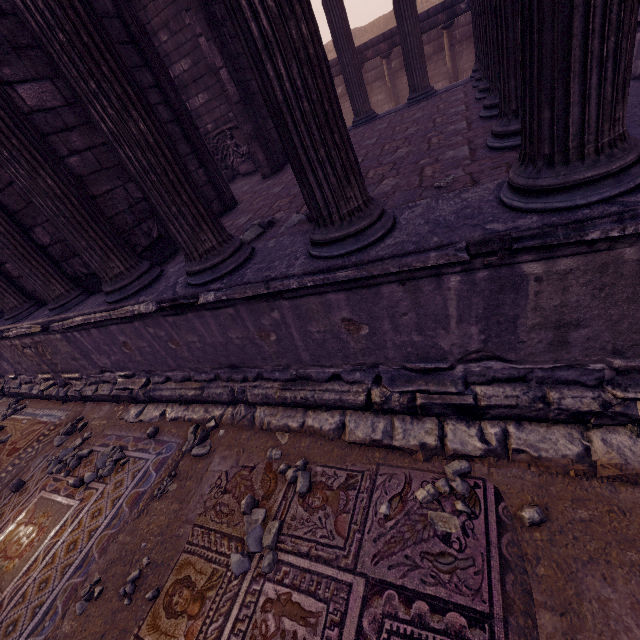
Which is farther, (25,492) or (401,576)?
(25,492)

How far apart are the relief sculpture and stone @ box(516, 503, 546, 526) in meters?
9.4 m

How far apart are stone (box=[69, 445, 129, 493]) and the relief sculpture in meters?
7.9 m

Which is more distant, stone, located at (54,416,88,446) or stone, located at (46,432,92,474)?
stone, located at (54,416,88,446)

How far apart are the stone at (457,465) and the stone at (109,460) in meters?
3.3 m

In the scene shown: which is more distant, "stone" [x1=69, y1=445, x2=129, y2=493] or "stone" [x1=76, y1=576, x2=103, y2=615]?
"stone" [x1=69, y1=445, x2=129, y2=493]

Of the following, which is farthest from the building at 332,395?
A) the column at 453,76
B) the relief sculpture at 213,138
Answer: the column at 453,76

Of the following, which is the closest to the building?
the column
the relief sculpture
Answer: the relief sculpture
